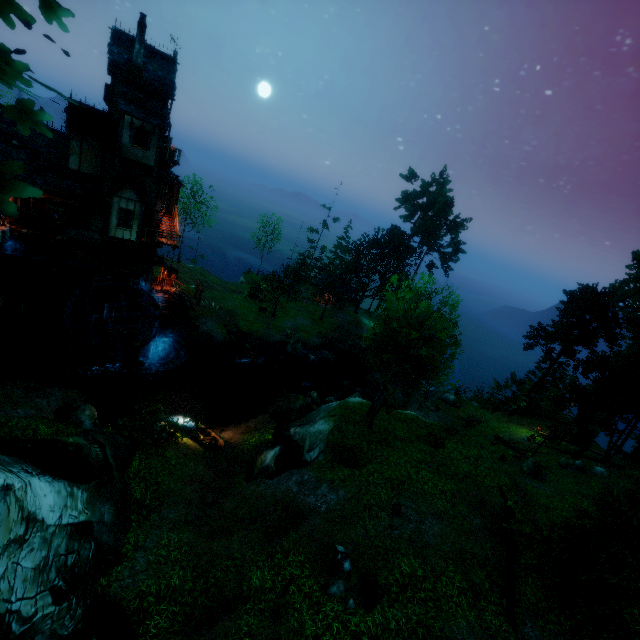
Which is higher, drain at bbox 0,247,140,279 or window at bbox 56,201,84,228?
window at bbox 56,201,84,228

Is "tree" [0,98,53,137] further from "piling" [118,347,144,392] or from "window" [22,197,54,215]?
"window" [22,197,54,215]

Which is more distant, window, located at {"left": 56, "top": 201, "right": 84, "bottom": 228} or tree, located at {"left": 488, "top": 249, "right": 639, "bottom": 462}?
tree, located at {"left": 488, "top": 249, "right": 639, "bottom": 462}

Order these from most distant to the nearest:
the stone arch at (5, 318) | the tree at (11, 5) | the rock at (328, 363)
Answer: the rock at (328, 363) → the stone arch at (5, 318) → the tree at (11, 5)

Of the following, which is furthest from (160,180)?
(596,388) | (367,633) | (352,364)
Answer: (596,388)

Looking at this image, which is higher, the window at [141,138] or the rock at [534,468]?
the window at [141,138]

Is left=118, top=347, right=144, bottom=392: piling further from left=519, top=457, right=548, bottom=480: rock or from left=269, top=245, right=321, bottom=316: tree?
left=519, top=457, right=548, bottom=480: rock

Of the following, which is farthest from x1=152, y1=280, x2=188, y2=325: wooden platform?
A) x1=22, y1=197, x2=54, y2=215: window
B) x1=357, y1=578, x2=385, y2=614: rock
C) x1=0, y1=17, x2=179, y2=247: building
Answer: x1=357, y1=578, x2=385, y2=614: rock
